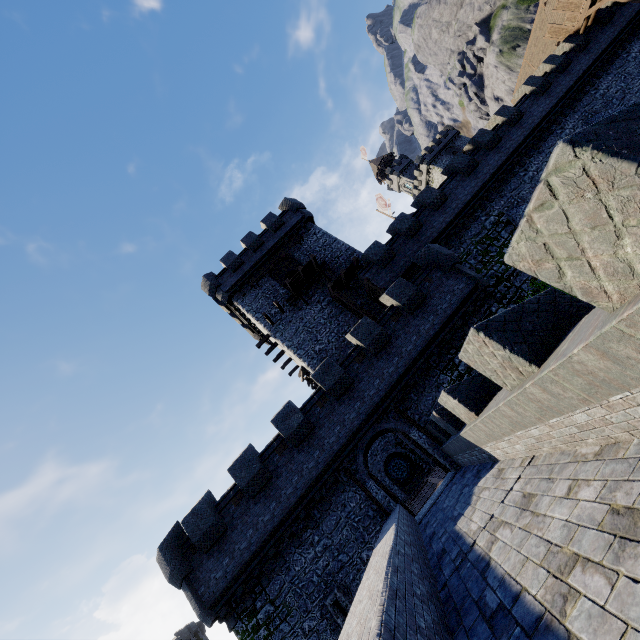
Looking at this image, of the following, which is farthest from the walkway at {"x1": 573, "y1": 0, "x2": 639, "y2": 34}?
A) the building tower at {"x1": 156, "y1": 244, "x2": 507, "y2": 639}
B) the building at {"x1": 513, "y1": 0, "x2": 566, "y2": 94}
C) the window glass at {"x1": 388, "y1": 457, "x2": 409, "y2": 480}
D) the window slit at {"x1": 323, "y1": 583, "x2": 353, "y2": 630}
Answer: the window slit at {"x1": 323, "y1": 583, "x2": 353, "y2": 630}

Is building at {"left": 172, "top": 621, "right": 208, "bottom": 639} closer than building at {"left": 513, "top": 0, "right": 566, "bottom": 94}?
No

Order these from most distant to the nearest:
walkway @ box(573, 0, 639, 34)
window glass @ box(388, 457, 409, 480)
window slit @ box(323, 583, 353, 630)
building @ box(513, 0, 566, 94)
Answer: building @ box(513, 0, 566, 94)
window glass @ box(388, 457, 409, 480)
walkway @ box(573, 0, 639, 34)
window slit @ box(323, 583, 353, 630)

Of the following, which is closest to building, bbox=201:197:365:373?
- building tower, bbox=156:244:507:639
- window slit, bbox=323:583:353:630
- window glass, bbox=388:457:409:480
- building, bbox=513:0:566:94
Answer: building tower, bbox=156:244:507:639

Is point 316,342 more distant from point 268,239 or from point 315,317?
point 268,239

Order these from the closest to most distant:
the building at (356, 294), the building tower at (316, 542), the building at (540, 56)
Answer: the building tower at (316, 542) < the building at (356, 294) < the building at (540, 56)

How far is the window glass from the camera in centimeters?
3125cm

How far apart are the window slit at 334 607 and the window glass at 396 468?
19.6 meters
